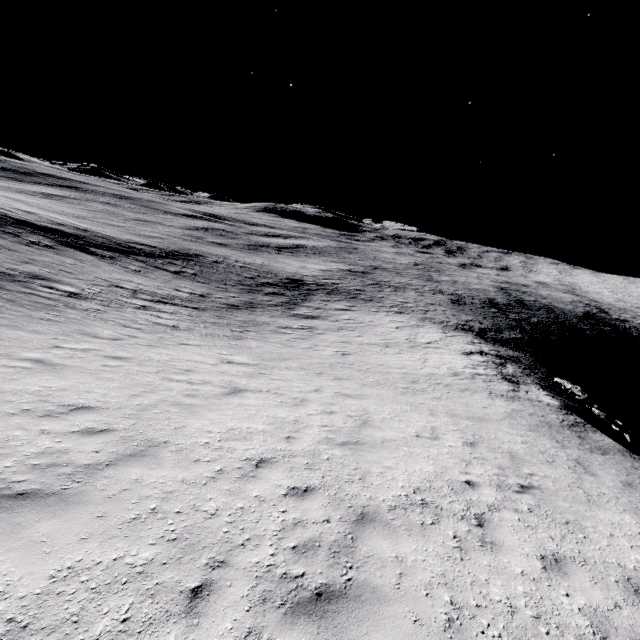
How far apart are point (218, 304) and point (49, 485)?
21.34m
